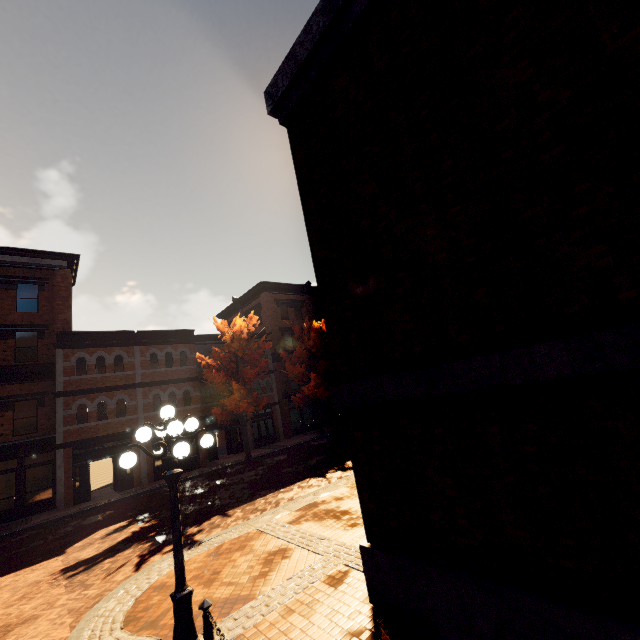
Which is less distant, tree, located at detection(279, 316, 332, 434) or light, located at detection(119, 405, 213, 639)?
light, located at detection(119, 405, 213, 639)

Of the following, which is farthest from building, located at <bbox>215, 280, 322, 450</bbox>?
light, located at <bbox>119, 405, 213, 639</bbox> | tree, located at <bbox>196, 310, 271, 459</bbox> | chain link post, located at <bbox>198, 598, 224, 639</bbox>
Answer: chain link post, located at <bbox>198, 598, 224, 639</bbox>

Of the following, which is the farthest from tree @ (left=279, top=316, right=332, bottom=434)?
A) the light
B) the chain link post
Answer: the chain link post

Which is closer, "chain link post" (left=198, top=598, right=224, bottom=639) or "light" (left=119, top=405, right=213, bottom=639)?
"chain link post" (left=198, top=598, right=224, bottom=639)

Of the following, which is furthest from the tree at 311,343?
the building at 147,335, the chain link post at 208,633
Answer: the chain link post at 208,633

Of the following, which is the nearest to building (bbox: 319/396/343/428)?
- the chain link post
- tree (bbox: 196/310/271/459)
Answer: tree (bbox: 196/310/271/459)

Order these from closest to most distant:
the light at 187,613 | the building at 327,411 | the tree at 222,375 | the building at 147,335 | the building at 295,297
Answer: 1. the light at 187,613
2. the building at 147,335
3. the tree at 222,375
4. the building at 295,297
5. the building at 327,411

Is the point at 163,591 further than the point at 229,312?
No
